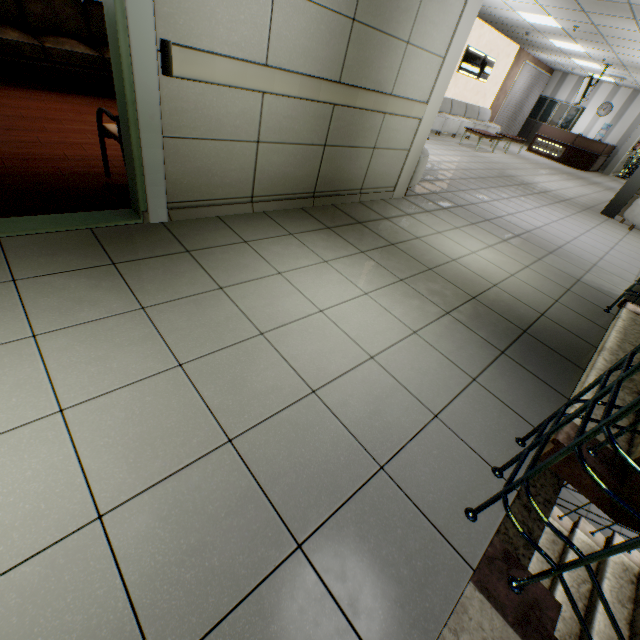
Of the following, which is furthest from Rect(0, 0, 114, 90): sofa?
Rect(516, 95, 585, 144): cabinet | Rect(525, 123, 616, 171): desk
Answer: Rect(516, 95, 585, 144): cabinet

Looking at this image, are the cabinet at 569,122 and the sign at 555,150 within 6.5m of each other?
yes

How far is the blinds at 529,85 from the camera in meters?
14.5 m

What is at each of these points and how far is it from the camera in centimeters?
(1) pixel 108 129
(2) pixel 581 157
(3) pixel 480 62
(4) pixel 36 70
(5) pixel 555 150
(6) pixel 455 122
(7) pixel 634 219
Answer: (1) chair, 271cm
(2) desk, 1413cm
(3) sign, 1195cm
(4) sofa, 430cm
(5) sign, 1452cm
(6) sofa, 1175cm
(7) sofa, 688cm

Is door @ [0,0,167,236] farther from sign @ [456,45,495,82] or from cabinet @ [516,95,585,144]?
cabinet @ [516,95,585,144]

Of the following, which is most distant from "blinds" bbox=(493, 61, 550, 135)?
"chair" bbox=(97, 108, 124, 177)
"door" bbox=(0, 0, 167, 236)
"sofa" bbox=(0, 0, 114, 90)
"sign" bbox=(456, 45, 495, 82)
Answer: "door" bbox=(0, 0, 167, 236)

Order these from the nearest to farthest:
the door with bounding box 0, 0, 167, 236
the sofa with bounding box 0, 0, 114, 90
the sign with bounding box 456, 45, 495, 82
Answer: the door with bounding box 0, 0, 167, 236 → the sofa with bounding box 0, 0, 114, 90 → the sign with bounding box 456, 45, 495, 82

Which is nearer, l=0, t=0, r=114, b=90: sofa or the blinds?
l=0, t=0, r=114, b=90: sofa
